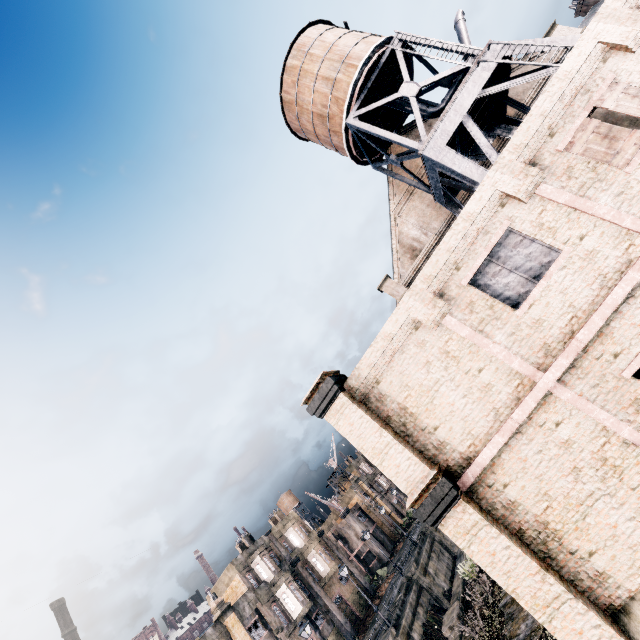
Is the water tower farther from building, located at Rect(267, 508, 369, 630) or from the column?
building, located at Rect(267, 508, 369, 630)

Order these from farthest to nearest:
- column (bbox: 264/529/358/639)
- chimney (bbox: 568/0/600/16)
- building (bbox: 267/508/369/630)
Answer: chimney (bbox: 568/0/600/16), building (bbox: 267/508/369/630), column (bbox: 264/529/358/639)

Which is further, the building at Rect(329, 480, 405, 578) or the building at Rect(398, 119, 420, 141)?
the building at Rect(329, 480, 405, 578)

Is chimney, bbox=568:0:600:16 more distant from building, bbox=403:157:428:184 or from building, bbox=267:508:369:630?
building, bbox=267:508:369:630

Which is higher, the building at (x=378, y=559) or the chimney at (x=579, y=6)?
the chimney at (x=579, y=6)

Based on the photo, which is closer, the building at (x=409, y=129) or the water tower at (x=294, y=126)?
the water tower at (x=294, y=126)

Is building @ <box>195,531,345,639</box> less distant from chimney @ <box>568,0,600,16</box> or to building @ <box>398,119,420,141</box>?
building @ <box>398,119,420,141</box>

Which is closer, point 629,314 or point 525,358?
point 629,314
